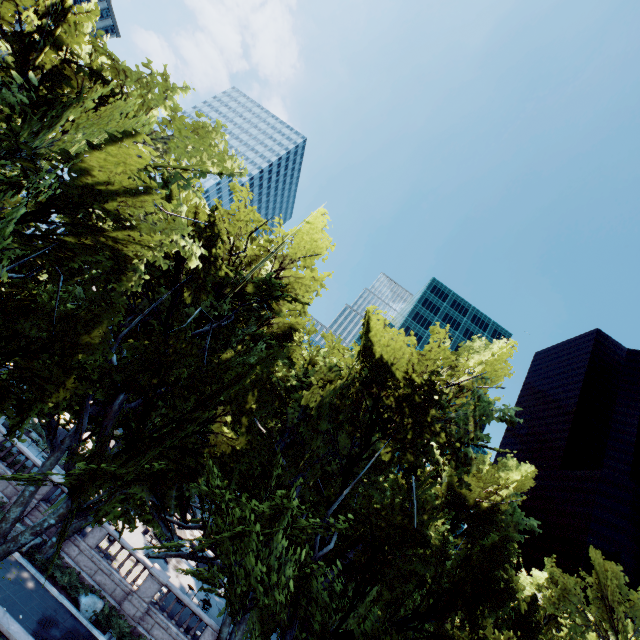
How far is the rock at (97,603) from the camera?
18.59m

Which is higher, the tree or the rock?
the tree

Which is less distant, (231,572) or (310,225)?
(231,572)

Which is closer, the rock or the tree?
Answer: the tree

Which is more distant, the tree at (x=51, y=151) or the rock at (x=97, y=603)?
the rock at (x=97, y=603)

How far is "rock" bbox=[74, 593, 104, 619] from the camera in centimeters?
1859cm
